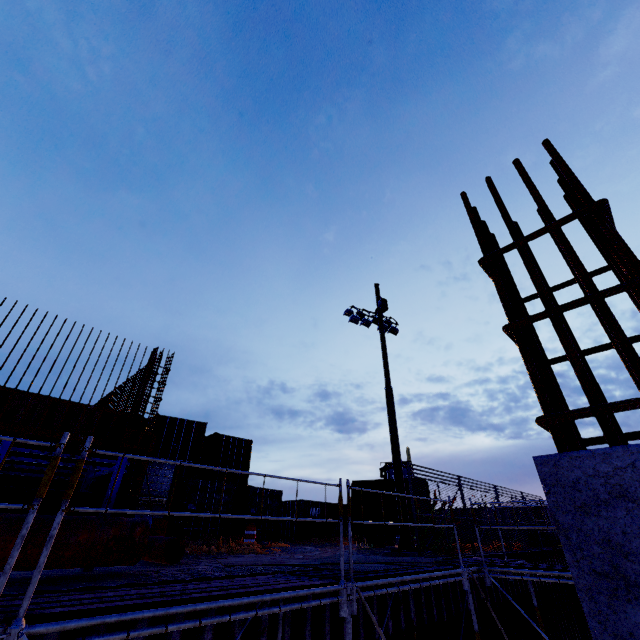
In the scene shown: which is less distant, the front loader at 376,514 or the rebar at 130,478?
the rebar at 130,478

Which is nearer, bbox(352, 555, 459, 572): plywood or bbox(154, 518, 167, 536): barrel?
bbox(352, 555, 459, 572): plywood

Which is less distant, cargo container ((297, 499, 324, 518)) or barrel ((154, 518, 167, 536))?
barrel ((154, 518, 167, 536))

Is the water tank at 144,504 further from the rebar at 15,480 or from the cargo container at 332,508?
the cargo container at 332,508

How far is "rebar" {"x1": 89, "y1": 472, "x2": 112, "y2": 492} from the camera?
8.2 meters

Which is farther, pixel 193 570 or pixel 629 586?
pixel 193 570

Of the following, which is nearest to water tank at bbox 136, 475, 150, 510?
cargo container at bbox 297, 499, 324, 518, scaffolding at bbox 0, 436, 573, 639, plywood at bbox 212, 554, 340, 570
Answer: plywood at bbox 212, 554, 340, 570

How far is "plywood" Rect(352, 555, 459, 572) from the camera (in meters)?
6.18
